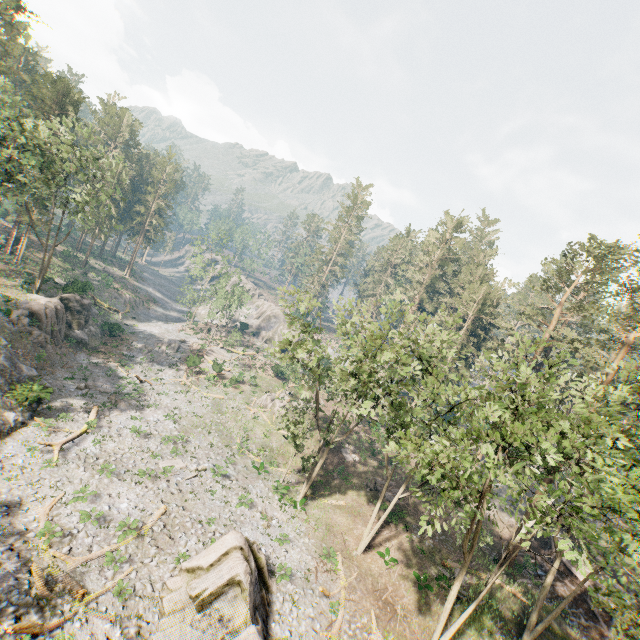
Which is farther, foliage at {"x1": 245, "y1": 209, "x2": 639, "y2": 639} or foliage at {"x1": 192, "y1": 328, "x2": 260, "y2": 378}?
foliage at {"x1": 192, "y1": 328, "x2": 260, "y2": 378}

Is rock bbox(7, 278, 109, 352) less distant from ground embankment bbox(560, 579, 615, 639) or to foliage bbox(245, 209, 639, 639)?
foliage bbox(245, 209, 639, 639)

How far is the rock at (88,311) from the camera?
31.8 meters

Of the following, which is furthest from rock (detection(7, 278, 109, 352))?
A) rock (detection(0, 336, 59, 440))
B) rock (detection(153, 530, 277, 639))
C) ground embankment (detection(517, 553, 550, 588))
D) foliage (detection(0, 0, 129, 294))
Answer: ground embankment (detection(517, 553, 550, 588))

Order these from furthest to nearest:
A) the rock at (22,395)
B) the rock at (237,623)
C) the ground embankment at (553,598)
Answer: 1. the ground embankment at (553,598)
2. the rock at (22,395)
3. the rock at (237,623)

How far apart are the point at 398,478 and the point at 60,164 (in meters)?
47.30

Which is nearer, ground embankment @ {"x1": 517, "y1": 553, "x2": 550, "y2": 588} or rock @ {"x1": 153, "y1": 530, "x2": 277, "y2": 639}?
rock @ {"x1": 153, "y1": 530, "x2": 277, "y2": 639}

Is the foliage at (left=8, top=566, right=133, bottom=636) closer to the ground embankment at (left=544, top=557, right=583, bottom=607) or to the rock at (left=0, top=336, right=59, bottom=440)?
the ground embankment at (left=544, top=557, right=583, bottom=607)
